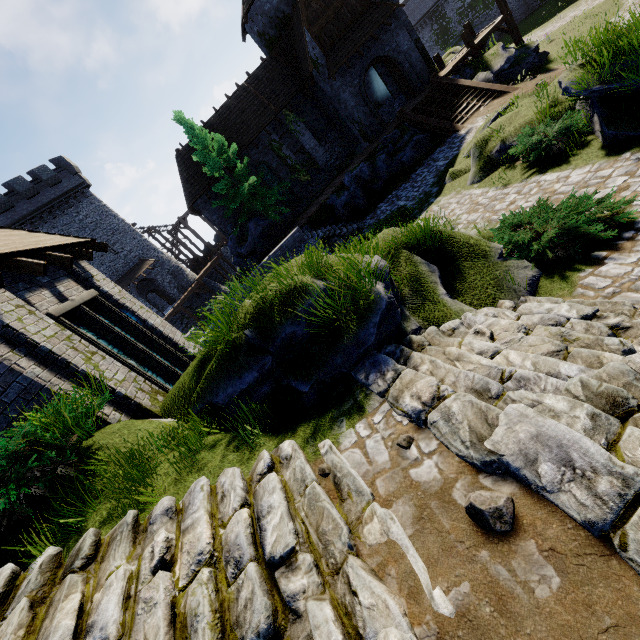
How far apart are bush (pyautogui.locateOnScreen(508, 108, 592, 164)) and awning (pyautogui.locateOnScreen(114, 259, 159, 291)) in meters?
33.5 m

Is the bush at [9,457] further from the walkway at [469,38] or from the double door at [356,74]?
the walkway at [469,38]

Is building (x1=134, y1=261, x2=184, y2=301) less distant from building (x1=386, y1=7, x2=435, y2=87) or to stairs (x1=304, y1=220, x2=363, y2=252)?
building (x1=386, y1=7, x2=435, y2=87)

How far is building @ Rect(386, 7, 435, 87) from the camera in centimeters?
2105cm

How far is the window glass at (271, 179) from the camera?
24.5m

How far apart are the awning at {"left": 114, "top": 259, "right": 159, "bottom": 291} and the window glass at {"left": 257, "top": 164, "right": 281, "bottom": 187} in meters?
17.2 m

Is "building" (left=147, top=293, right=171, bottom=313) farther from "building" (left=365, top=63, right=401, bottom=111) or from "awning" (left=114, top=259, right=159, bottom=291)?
"building" (left=365, top=63, right=401, bottom=111)

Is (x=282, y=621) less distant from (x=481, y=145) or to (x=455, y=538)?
(x=455, y=538)
